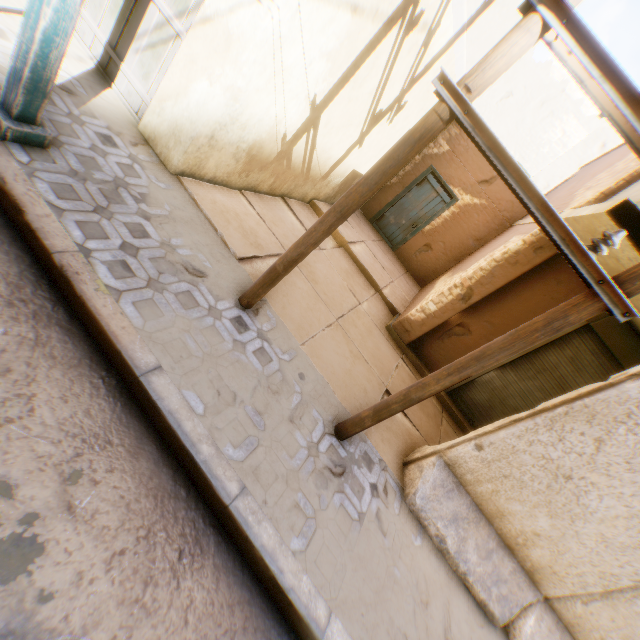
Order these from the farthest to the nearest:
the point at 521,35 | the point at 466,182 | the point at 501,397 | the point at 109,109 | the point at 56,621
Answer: the point at 466,182
the point at 501,397
the point at 109,109
the point at 521,35
the point at 56,621

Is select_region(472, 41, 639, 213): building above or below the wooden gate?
above

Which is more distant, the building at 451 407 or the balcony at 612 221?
the building at 451 407

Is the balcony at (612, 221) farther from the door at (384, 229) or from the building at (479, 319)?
the door at (384, 229)

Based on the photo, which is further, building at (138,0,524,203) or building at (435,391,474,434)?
building at (435,391,474,434)

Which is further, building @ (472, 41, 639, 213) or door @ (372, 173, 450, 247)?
door @ (372, 173, 450, 247)

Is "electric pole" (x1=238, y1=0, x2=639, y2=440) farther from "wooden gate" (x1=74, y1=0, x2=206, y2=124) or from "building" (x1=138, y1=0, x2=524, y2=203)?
"wooden gate" (x1=74, y1=0, x2=206, y2=124)

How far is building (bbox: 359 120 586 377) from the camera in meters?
5.5 m
